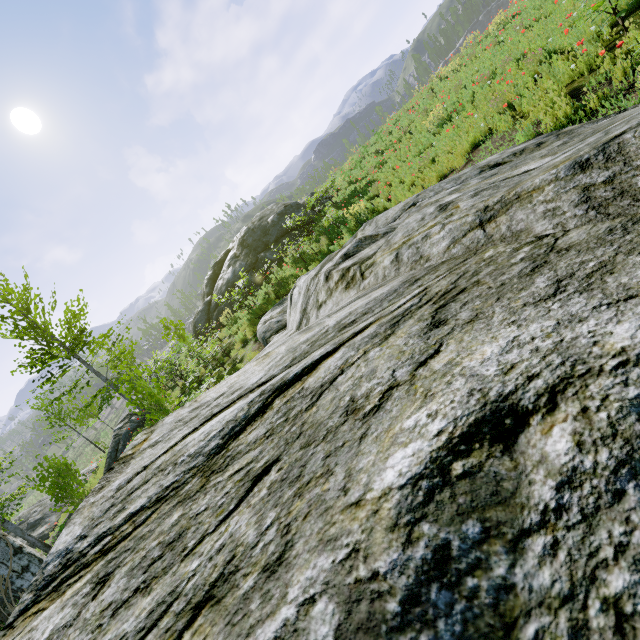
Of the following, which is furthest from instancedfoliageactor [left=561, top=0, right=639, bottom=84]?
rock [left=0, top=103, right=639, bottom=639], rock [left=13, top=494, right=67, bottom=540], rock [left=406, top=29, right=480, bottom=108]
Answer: rock [left=13, top=494, right=67, bottom=540]

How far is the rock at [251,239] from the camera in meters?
16.1

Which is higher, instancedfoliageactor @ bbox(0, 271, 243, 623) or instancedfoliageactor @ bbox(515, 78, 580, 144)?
instancedfoliageactor @ bbox(0, 271, 243, 623)

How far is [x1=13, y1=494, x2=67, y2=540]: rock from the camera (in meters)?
19.12

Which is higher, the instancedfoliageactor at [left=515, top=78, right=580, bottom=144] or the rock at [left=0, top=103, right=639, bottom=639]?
the rock at [left=0, top=103, right=639, bottom=639]

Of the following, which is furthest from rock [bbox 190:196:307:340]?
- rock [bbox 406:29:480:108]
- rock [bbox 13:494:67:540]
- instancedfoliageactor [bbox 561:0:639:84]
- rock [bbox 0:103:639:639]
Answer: rock [bbox 406:29:480:108]

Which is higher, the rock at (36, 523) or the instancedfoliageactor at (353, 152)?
the instancedfoliageactor at (353, 152)

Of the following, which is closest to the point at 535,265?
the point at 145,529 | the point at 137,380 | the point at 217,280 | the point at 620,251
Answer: the point at 620,251
